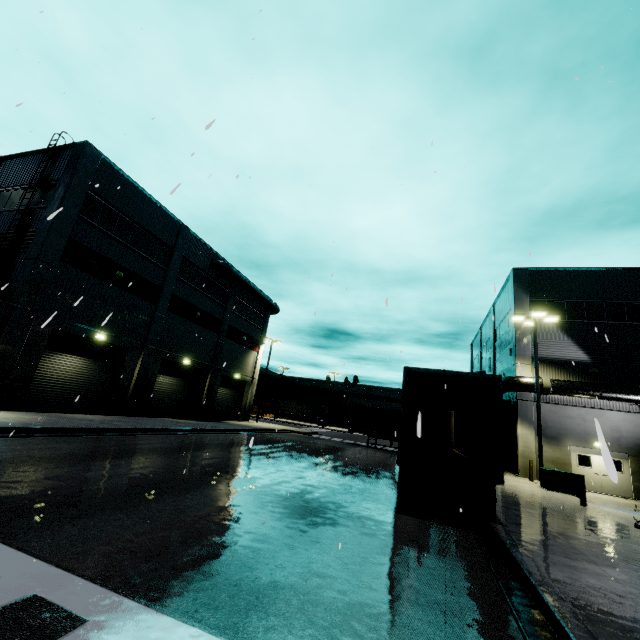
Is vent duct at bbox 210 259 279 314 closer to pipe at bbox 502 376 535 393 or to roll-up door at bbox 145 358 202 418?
roll-up door at bbox 145 358 202 418

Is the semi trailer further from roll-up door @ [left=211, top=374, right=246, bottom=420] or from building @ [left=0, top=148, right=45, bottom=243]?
roll-up door @ [left=211, top=374, right=246, bottom=420]

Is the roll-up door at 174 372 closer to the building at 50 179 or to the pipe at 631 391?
the building at 50 179

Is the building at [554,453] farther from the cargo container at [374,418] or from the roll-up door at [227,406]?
the cargo container at [374,418]

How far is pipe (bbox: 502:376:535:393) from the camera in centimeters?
2097cm

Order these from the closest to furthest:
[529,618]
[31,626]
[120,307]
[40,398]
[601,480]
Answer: [31,626] → [529,618] → [40,398] → [601,480] → [120,307]

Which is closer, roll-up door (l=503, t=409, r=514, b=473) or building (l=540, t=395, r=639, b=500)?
building (l=540, t=395, r=639, b=500)

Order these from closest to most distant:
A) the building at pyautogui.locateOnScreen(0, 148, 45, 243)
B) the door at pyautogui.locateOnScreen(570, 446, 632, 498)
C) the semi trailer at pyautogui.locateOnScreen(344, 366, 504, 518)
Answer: the door at pyautogui.locateOnScreen(570, 446, 632, 498) < the semi trailer at pyautogui.locateOnScreen(344, 366, 504, 518) < the building at pyautogui.locateOnScreen(0, 148, 45, 243)
